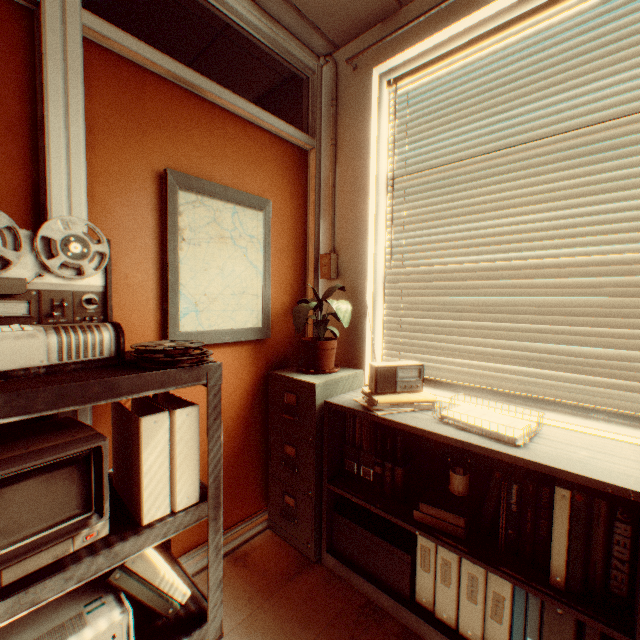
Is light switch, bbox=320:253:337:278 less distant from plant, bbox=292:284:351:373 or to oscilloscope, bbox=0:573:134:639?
plant, bbox=292:284:351:373

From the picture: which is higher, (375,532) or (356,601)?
(375,532)

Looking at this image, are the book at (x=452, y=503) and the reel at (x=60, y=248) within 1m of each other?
no

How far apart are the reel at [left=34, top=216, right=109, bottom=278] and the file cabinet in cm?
124

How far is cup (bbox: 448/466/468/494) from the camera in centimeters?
164cm

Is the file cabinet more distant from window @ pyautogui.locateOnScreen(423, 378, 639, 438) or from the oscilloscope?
the oscilloscope

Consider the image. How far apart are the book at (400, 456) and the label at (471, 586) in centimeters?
42cm

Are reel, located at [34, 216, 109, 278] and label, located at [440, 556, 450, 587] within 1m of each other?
no
